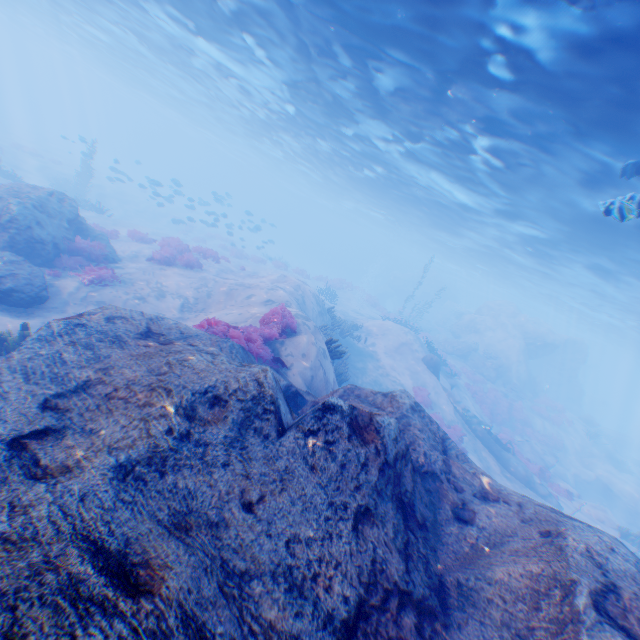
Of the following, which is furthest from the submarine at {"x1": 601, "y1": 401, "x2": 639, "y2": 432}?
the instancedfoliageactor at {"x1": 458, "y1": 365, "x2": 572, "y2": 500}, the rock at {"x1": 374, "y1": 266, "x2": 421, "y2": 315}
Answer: the rock at {"x1": 374, "y1": 266, "x2": 421, "y2": 315}

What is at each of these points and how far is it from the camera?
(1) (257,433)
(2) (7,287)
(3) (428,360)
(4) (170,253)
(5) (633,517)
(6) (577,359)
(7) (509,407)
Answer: (1) rock, 4.3 meters
(2) rock, 9.1 meters
(3) plane, 21.8 meters
(4) instancedfoliageactor, 17.1 meters
(5) rock, 23.3 meters
(6) rock, 38.6 meters
(7) instancedfoliageactor, 27.0 meters

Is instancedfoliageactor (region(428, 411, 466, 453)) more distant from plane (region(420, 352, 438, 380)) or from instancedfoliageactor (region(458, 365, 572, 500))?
instancedfoliageactor (region(458, 365, 572, 500))

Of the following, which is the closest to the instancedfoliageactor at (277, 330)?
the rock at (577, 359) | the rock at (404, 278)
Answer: the rock at (577, 359)

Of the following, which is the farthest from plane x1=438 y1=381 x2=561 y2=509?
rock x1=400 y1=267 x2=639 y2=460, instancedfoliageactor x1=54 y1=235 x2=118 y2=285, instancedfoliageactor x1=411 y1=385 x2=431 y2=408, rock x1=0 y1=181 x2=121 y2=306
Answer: rock x1=0 y1=181 x2=121 y2=306

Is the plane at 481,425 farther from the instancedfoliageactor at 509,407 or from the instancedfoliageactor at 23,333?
the instancedfoliageactor at 23,333

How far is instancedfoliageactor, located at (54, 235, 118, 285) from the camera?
11.71m

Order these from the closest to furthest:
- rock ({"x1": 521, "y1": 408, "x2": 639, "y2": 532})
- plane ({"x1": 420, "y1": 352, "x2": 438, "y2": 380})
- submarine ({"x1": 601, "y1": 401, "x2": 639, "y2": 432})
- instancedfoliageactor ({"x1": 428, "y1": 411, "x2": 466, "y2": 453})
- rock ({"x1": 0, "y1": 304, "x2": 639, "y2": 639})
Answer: rock ({"x1": 0, "y1": 304, "x2": 639, "y2": 639}), instancedfoliageactor ({"x1": 428, "y1": 411, "x2": 466, "y2": 453}), rock ({"x1": 521, "y1": 408, "x2": 639, "y2": 532}), plane ({"x1": 420, "y1": 352, "x2": 438, "y2": 380}), submarine ({"x1": 601, "y1": 401, "x2": 639, "y2": 432})
